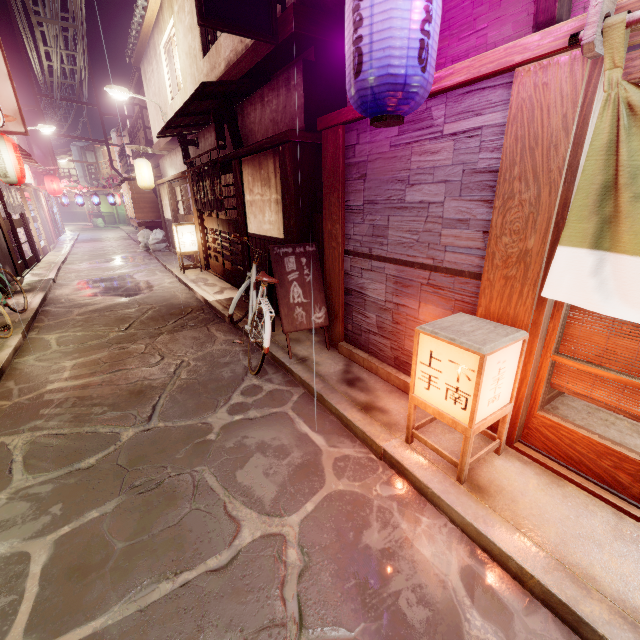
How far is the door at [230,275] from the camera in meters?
14.0 m

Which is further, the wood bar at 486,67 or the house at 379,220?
the house at 379,220

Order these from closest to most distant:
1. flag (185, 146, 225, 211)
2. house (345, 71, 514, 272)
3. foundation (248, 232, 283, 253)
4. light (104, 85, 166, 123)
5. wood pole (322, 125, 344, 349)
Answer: house (345, 71, 514, 272) → wood pole (322, 125, 344, 349) → foundation (248, 232, 283, 253) → flag (185, 146, 225, 211) → light (104, 85, 166, 123)

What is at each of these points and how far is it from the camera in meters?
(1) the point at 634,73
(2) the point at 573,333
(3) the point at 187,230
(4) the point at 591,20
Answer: (1) door, 3.3
(2) blind, 4.4
(3) light, 17.6
(4) wood base, 3.0

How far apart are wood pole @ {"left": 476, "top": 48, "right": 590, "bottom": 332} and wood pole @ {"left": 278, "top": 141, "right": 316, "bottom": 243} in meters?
5.6

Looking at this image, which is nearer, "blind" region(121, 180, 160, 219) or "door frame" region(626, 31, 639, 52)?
"door frame" region(626, 31, 639, 52)

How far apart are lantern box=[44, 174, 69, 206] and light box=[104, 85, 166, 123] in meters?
21.4

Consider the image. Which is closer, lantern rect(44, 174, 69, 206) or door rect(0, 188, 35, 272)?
door rect(0, 188, 35, 272)
